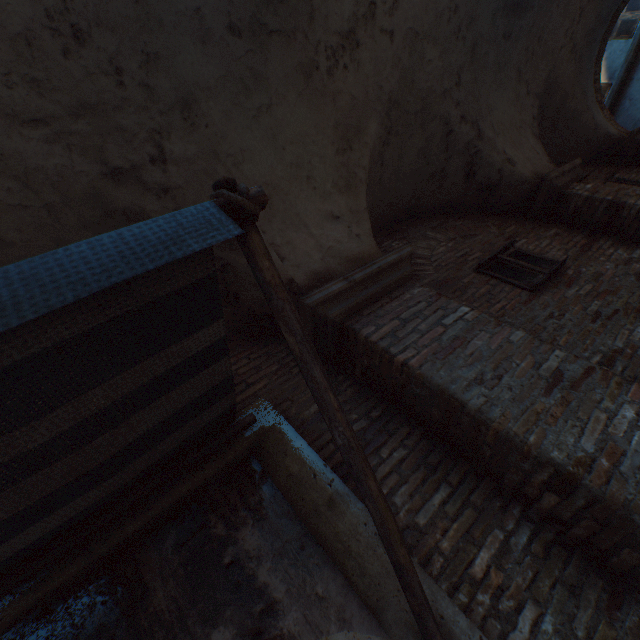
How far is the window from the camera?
4.00m

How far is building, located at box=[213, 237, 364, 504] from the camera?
2.5 meters

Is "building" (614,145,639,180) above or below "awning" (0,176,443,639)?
above

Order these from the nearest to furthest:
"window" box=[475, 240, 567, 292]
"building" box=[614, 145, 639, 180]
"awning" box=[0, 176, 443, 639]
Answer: "awning" box=[0, 176, 443, 639]
"window" box=[475, 240, 567, 292]
"building" box=[614, 145, 639, 180]

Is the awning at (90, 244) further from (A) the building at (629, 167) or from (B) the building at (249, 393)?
(B) the building at (249, 393)

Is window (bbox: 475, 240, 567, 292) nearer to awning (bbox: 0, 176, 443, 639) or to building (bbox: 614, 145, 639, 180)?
building (bbox: 614, 145, 639, 180)

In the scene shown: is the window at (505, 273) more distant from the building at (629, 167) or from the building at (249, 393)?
the building at (249, 393)

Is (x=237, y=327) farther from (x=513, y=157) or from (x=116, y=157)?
(x=513, y=157)
